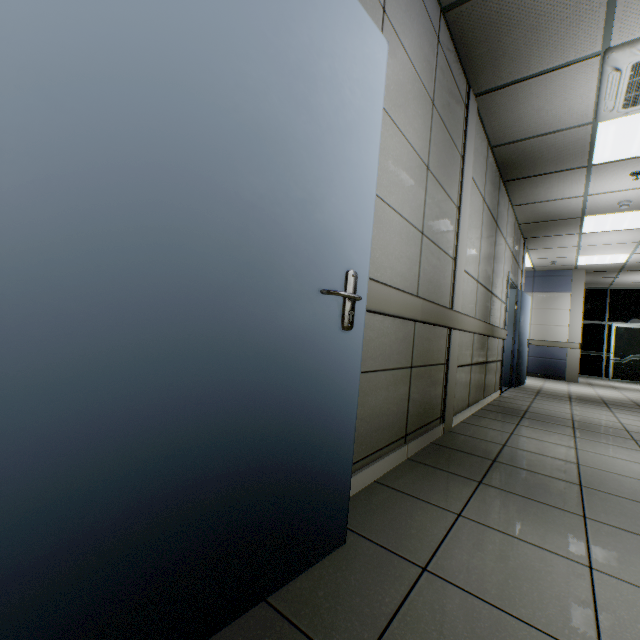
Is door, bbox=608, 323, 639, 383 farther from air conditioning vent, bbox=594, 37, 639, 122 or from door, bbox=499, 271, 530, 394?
air conditioning vent, bbox=594, 37, 639, 122

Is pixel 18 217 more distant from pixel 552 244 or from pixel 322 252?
pixel 552 244

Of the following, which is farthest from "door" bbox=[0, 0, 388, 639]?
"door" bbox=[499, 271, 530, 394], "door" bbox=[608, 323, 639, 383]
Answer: "door" bbox=[608, 323, 639, 383]

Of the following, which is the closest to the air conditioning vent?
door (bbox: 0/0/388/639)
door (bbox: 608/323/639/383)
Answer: door (bbox: 0/0/388/639)

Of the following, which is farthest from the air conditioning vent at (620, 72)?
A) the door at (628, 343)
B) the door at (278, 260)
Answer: the door at (628, 343)

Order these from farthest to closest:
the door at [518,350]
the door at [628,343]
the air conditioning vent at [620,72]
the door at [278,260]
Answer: the door at [628,343] → the door at [518,350] → the air conditioning vent at [620,72] → the door at [278,260]

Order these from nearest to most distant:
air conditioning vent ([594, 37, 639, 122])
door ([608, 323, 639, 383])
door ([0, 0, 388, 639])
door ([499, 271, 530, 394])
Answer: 1. door ([0, 0, 388, 639])
2. air conditioning vent ([594, 37, 639, 122])
3. door ([499, 271, 530, 394])
4. door ([608, 323, 639, 383])

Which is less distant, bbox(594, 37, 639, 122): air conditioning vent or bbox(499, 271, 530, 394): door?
bbox(594, 37, 639, 122): air conditioning vent
